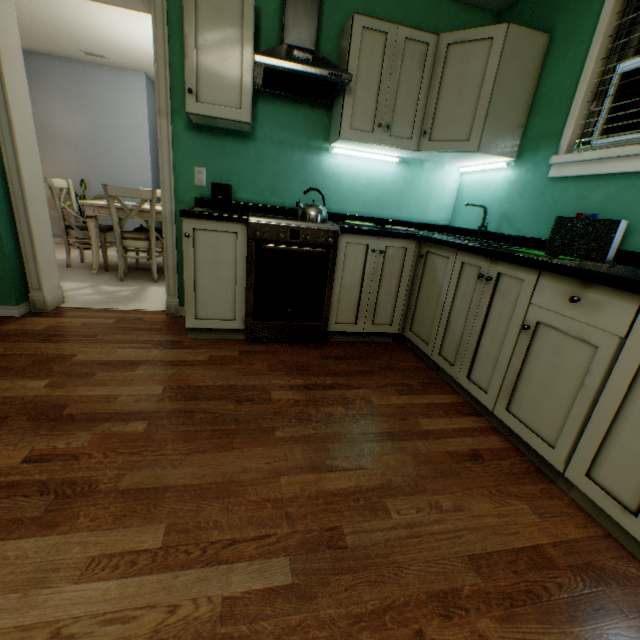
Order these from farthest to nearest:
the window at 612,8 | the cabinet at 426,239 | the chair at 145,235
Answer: the chair at 145,235
the window at 612,8
the cabinet at 426,239

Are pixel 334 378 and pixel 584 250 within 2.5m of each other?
yes

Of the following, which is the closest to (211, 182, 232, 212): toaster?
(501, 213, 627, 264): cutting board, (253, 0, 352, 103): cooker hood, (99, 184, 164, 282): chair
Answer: (253, 0, 352, 103): cooker hood

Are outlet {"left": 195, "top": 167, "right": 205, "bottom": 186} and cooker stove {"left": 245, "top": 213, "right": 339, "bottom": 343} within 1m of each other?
yes

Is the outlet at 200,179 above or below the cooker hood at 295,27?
below

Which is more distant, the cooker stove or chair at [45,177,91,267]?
chair at [45,177,91,267]

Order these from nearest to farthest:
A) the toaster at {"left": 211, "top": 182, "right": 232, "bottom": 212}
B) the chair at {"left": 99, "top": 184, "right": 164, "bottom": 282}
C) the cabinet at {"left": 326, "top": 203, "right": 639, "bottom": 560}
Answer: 1. the cabinet at {"left": 326, "top": 203, "right": 639, "bottom": 560}
2. the toaster at {"left": 211, "top": 182, "right": 232, "bottom": 212}
3. the chair at {"left": 99, "top": 184, "right": 164, "bottom": 282}

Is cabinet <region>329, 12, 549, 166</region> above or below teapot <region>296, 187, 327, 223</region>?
above
